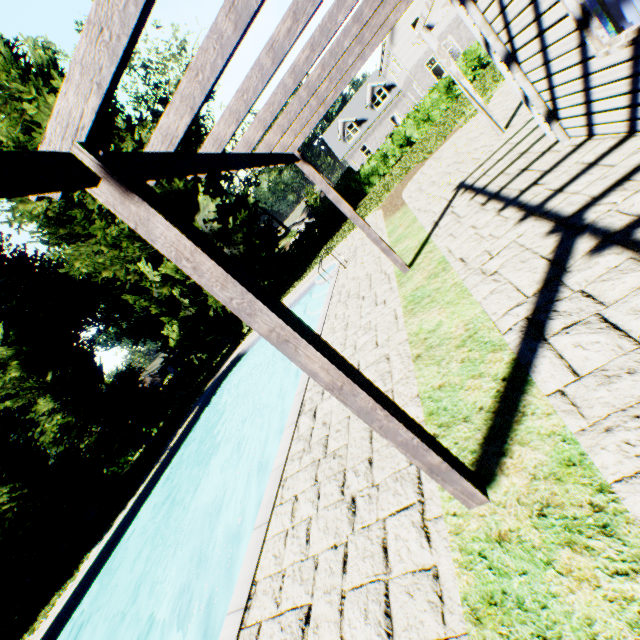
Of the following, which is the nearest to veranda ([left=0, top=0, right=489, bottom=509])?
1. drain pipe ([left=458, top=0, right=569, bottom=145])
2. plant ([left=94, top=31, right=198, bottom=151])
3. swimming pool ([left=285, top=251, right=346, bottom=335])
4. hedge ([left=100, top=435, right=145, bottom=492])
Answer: drain pipe ([left=458, top=0, right=569, bottom=145])

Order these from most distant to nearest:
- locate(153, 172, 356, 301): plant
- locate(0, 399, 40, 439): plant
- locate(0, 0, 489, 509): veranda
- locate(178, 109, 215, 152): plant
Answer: locate(0, 399, 40, 439): plant
locate(178, 109, 215, 152): plant
locate(153, 172, 356, 301): plant
locate(0, 0, 489, 509): veranda

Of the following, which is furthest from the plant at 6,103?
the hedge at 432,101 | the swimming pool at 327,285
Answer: the swimming pool at 327,285

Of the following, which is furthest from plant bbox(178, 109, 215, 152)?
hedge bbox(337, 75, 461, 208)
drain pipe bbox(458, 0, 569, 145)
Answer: drain pipe bbox(458, 0, 569, 145)

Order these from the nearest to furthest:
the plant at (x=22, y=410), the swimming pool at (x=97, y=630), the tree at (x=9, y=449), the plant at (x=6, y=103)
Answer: the swimming pool at (x=97, y=630) → the tree at (x=9, y=449) → the plant at (x=6, y=103) → the plant at (x=22, y=410)

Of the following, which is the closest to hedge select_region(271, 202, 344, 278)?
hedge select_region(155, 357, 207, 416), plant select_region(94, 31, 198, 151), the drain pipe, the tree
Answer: plant select_region(94, 31, 198, 151)

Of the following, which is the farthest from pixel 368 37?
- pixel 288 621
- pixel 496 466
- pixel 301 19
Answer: pixel 288 621

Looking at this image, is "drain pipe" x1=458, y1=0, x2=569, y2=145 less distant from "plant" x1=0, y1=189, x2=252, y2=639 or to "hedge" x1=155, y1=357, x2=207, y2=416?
"plant" x1=0, y1=189, x2=252, y2=639
